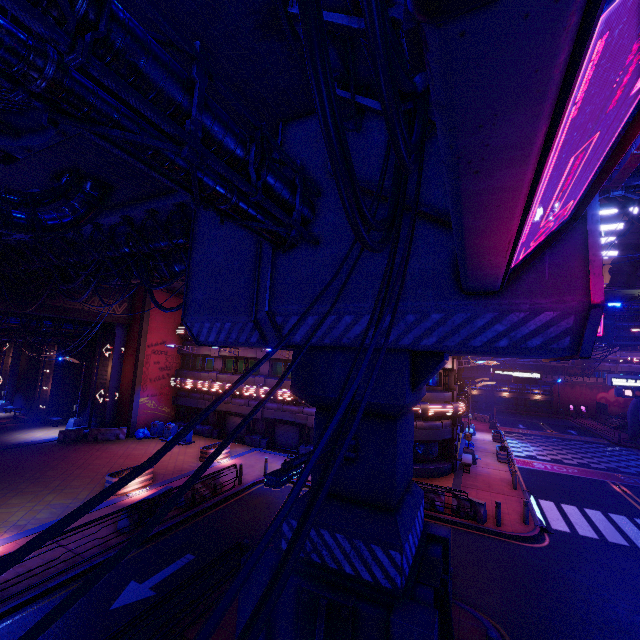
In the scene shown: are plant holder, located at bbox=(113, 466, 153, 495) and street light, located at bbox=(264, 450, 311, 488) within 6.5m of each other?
no

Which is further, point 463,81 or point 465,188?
point 465,188

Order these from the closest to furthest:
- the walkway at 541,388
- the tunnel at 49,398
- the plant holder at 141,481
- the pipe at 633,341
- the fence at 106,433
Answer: the plant holder at 141,481
the fence at 106,433
the tunnel at 49,398
the pipe at 633,341
the walkway at 541,388

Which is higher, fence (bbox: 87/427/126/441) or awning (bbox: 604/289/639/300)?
awning (bbox: 604/289/639/300)

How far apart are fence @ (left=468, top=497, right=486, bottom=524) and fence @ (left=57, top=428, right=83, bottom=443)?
25.9 meters

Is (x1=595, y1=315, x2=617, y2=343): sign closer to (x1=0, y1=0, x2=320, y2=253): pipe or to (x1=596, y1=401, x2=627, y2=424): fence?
(x1=596, y1=401, x2=627, y2=424): fence

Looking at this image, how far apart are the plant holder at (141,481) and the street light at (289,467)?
14.0m

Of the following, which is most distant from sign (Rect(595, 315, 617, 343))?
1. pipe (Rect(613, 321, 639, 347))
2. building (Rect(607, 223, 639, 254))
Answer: building (Rect(607, 223, 639, 254))
